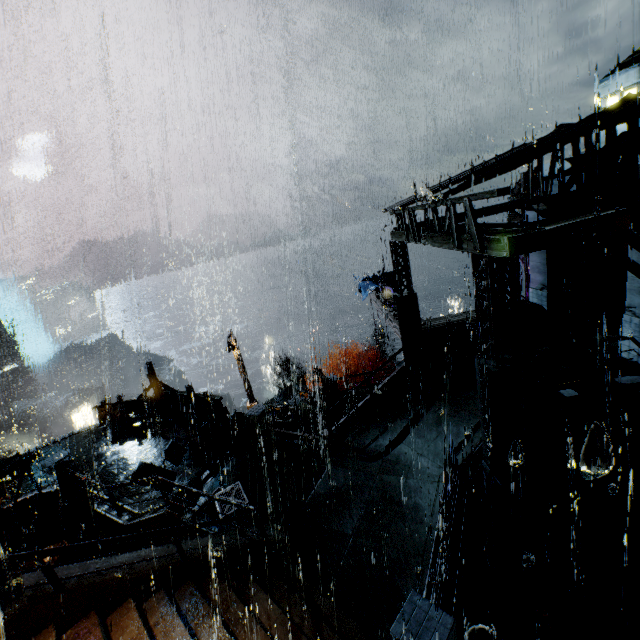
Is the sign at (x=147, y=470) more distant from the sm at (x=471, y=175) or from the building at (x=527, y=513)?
the sm at (x=471, y=175)

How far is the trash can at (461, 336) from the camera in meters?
14.7

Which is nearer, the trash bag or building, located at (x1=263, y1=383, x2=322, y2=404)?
the trash bag

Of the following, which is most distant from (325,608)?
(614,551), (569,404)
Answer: (569,404)

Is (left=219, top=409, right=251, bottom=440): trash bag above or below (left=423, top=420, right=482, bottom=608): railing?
below

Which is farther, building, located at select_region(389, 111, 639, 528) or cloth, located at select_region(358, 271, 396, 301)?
cloth, located at select_region(358, 271, 396, 301)

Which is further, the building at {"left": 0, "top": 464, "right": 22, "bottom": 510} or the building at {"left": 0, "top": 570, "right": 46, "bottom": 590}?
the building at {"left": 0, "top": 464, "right": 22, "bottom": 510}

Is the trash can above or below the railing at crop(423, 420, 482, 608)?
above
